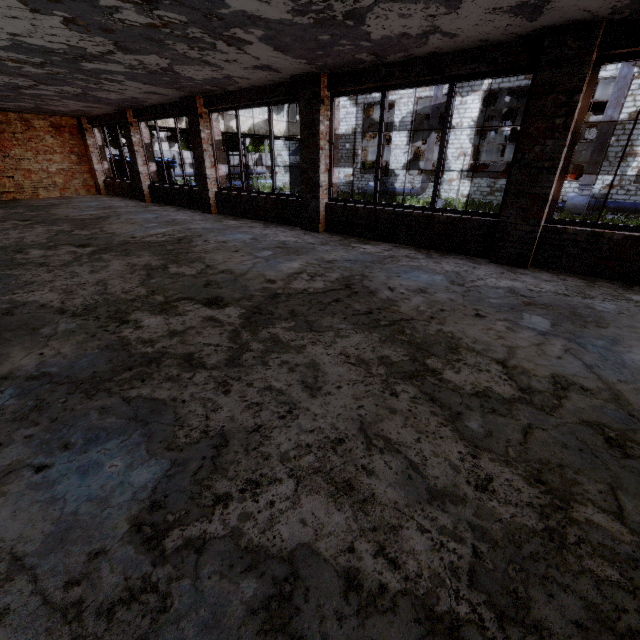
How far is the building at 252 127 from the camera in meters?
22.6 m

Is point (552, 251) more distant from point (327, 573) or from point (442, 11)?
point (327, 573)

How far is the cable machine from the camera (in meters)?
23.73

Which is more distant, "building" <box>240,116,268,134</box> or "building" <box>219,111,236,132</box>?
"building" <box>240,116,268,134</box>

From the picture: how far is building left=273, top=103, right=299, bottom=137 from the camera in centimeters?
2491cm

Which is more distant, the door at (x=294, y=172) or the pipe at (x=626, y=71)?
the door at (x=294, y=172)

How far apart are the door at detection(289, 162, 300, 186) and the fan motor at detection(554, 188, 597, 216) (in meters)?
21.30

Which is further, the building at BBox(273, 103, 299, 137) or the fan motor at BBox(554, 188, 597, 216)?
the building at BBox(273, 103, 299, 137)
